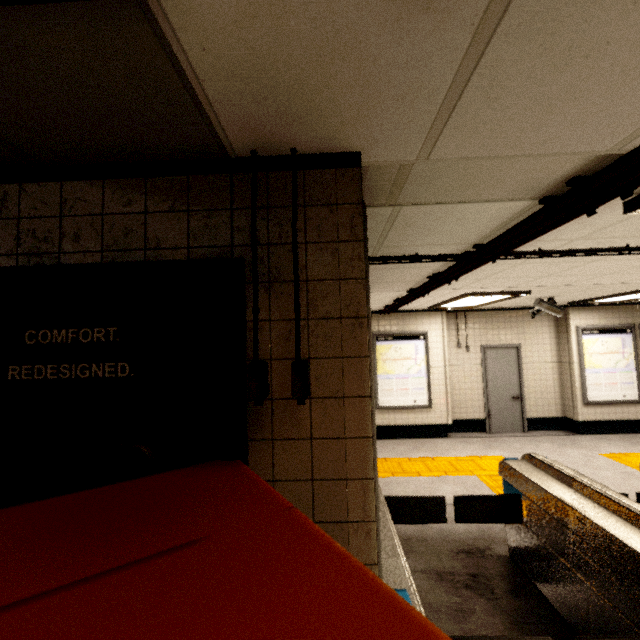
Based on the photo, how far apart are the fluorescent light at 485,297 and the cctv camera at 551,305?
0.7 meters

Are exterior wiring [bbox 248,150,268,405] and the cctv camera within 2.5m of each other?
no

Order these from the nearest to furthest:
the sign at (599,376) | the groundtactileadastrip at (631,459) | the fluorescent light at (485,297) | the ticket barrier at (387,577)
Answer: the ticket barrier at (387,577) → the fluorescent light at (485,297) → the groundtactileadastrip at (631,459) → the sign at (599,376)

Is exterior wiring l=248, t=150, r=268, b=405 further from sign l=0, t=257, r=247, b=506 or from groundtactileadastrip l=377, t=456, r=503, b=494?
groundtactileadastrip l=377, t=456, r=503, b=494

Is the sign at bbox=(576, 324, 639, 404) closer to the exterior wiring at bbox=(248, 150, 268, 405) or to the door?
the door

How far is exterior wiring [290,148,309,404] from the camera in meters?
1.1

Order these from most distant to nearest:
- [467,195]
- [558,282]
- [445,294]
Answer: [445,294] < [558,282] < [467,195]

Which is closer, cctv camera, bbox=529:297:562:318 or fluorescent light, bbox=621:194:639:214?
fluorescent light, bbox=621:194:639:214
